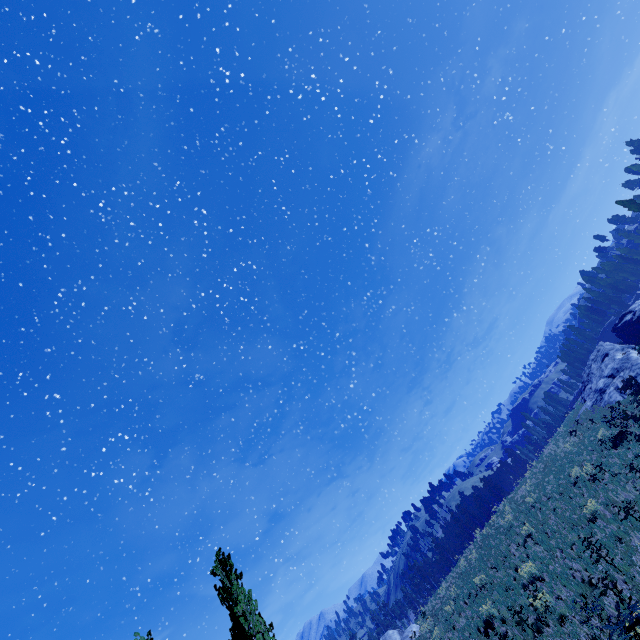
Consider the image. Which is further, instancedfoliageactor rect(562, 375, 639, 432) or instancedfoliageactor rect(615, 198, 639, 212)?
instancedfoliageactor rect(615, 198, 639, 212)

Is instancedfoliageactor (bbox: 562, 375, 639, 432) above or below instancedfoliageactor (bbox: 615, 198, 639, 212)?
below

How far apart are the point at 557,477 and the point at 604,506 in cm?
966

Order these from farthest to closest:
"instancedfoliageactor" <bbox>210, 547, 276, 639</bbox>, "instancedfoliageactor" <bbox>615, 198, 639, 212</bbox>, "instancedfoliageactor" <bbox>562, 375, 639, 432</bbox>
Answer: "instancedfoliageactor" <bbox>615, 198, 639, 212</bbox> < "instancedfoliageactor" <bbox>562, 375, 639, 432</bbox> < "instancedfoliageactor" <bbox>210, 547, 276, 639</bbox>

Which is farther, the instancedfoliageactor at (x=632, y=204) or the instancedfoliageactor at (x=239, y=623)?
the instancedfoliageactor at (x=632, y=204)

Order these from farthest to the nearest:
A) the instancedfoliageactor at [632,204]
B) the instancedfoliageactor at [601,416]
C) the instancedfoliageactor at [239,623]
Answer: the instancedfoliageactor at [632,204] → the instancedfoliageactor at [601,416] → the instancedfoliageactor at [239,623]
